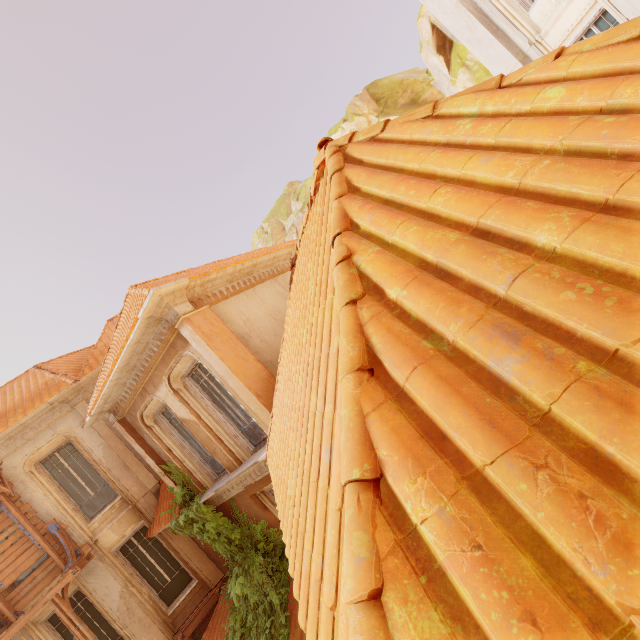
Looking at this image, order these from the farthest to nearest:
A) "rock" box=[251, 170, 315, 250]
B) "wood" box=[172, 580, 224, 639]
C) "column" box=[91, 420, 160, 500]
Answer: "rock" box=[251, 170, 315, 250] < "column" box=[91, 420, 160, 500] < "wood" box=[172, 580, 224, 639]

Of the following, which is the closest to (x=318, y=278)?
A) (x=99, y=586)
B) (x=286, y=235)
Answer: (x=99, y=586)

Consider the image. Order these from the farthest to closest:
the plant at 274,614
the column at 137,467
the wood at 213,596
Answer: the column at 137,467
the wood at 213,596
the plant at 274,614

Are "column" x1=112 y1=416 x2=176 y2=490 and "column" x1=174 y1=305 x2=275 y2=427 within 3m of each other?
no

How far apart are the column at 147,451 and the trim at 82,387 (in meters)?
2.38

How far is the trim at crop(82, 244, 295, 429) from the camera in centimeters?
670cm

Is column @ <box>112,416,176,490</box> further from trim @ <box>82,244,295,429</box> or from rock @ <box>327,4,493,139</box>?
rock @ <box>327,4,493,139</box>

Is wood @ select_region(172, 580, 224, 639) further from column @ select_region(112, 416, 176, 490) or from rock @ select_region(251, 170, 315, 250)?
rock @ select_region(251, 170, 315, 250)
